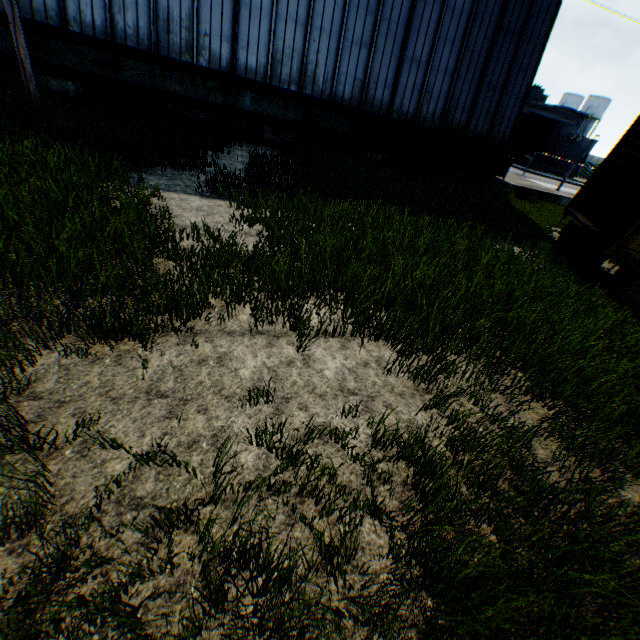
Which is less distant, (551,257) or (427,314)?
(427,314)

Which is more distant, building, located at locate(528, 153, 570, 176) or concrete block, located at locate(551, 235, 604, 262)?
building, located at locate(528, 153, 570, 176)

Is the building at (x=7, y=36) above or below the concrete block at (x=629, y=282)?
above

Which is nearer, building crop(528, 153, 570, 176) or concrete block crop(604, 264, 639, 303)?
concrete block crop(604, 264, 639, 303)

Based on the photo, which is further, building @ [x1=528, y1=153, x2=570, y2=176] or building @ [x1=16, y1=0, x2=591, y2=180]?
building @ [x1=528, y1=153, x2=570, y2=176]

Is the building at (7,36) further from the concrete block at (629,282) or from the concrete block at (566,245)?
the concrete block at (629,282)

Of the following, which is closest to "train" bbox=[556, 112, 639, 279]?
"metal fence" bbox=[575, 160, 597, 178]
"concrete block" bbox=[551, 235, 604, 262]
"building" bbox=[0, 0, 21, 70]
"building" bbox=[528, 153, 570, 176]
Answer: "concrete block" bbox=[551, 235, 604, 262]

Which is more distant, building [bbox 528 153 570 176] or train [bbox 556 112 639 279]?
building [bbox 528 153 570 176]
